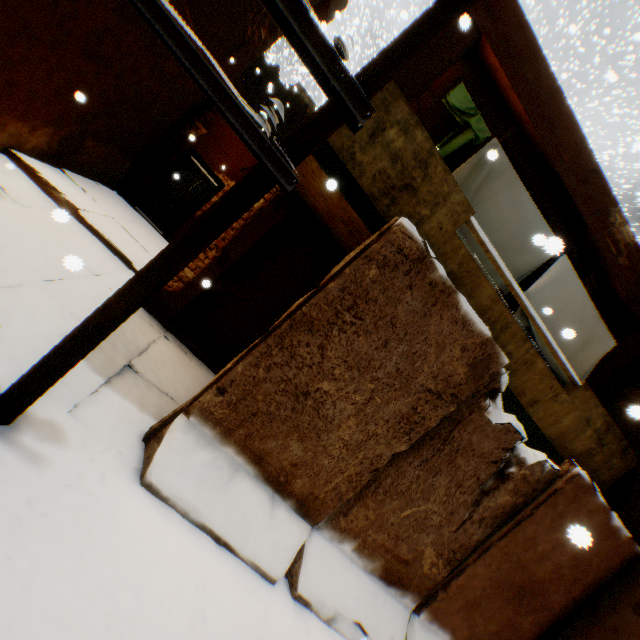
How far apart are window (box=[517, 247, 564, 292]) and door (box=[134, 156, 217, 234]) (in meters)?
6.87

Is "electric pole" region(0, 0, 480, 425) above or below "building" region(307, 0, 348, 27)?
below

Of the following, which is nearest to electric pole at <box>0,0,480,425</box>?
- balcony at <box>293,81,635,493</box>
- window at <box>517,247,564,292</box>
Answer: balcony at <box>293,81,635,493</box>

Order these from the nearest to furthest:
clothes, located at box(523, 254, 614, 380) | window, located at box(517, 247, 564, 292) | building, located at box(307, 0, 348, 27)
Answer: clothes, located at box(523, 254, 614, 380) < window, located at box(517, 247, 564, 292) < building, located at box(307, 0, 348, 27)

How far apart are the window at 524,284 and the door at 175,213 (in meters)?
6.87

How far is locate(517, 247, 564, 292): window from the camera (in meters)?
5.95

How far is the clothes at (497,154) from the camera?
4.5m

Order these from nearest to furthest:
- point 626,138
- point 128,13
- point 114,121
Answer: point 128,13 → point 114,121 → point 626,138
